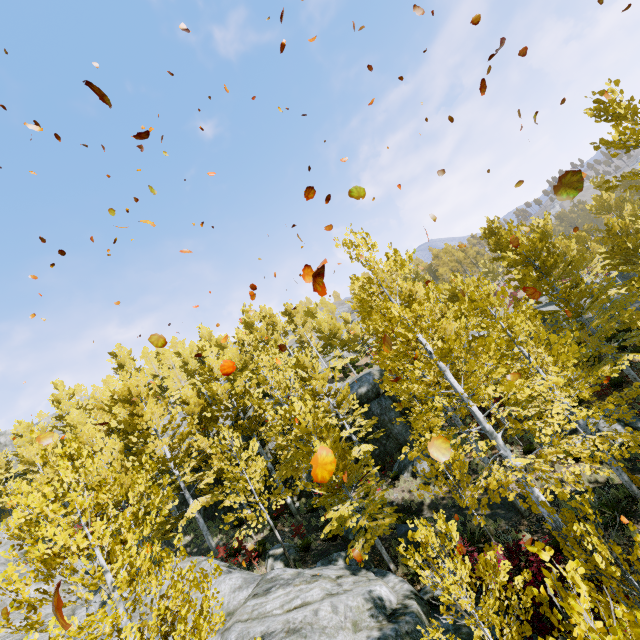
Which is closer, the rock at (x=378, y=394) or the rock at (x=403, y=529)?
the rock at (x=403, y=529)

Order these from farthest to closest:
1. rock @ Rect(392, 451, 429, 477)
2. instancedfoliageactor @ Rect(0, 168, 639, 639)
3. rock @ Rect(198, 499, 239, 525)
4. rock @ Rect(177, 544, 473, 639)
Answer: rock @ Rect(198, 499, 239, 525) < rock @ Rect(392, 451, 429, 477) < rock @ Rect(177, 544, 473, 639) < instancedfoliageactor @ Rect(0, 168, 639, 639)

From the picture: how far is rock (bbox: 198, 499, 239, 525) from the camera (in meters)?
21.58

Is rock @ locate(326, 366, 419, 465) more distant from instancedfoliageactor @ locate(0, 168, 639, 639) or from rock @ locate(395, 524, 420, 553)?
rock @ locate(395, 524, 420, 553)

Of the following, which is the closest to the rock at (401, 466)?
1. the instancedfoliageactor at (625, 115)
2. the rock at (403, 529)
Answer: the instancedfoliageactor at (625, 115)

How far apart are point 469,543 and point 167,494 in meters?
10.3 m

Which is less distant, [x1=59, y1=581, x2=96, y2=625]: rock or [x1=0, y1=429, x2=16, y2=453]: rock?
[x1=59, y1=581, x2=96, y2=625]: rock
